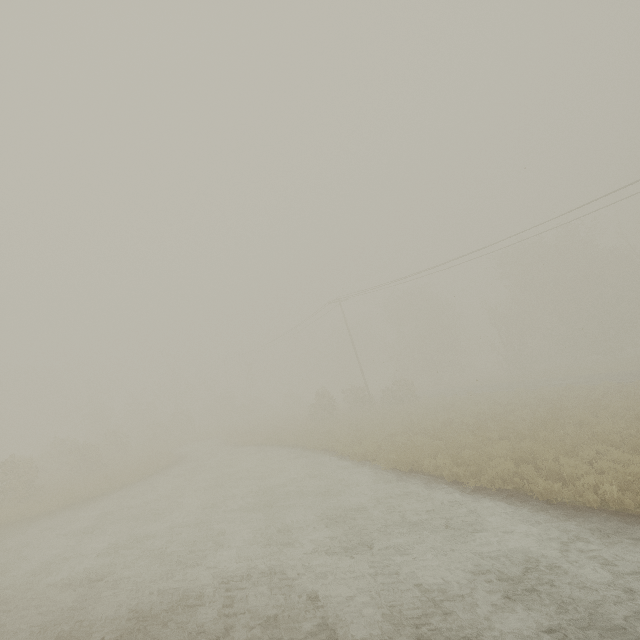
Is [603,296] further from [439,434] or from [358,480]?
[358,480]
